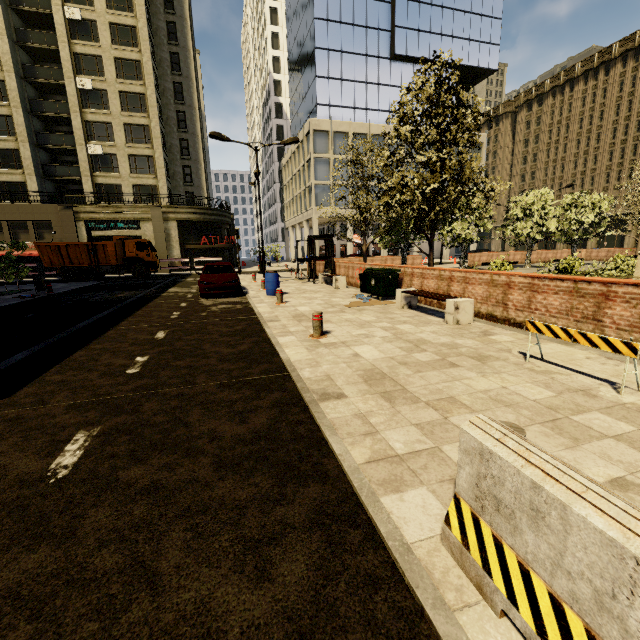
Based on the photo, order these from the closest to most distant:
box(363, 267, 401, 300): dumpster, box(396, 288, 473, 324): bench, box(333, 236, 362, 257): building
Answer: box(396, 288, 473, 324): bench, box(363, 267, 401, 300): dumpster, box(333, 236, 362, 257): building

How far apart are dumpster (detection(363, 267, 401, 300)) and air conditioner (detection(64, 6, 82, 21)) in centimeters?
4072cm

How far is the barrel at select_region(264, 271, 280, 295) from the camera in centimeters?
1364cm

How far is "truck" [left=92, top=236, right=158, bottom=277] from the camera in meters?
26.1 m

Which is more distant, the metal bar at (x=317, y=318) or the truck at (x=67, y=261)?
the truck at (x=67, y=261)

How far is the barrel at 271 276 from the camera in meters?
13.6

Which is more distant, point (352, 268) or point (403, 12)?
point (403, 12)

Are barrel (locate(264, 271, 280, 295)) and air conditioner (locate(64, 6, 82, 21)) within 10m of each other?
no
